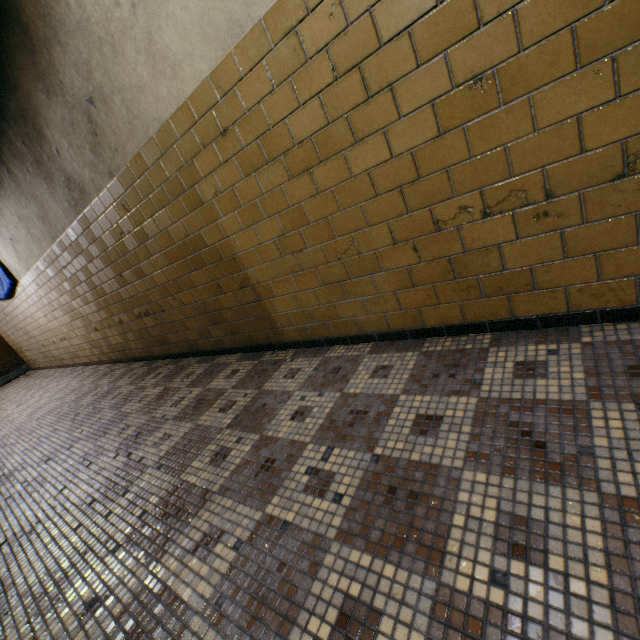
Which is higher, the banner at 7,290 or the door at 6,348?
the banner at 7,290

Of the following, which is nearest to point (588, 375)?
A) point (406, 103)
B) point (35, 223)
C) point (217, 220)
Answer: point (406, 103)

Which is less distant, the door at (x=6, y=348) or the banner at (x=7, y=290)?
the banner at (x=7, y=290)

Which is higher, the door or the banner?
the banner

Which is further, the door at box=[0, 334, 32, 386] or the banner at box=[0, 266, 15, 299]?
the door at box=[0, 334, 32, 386]
